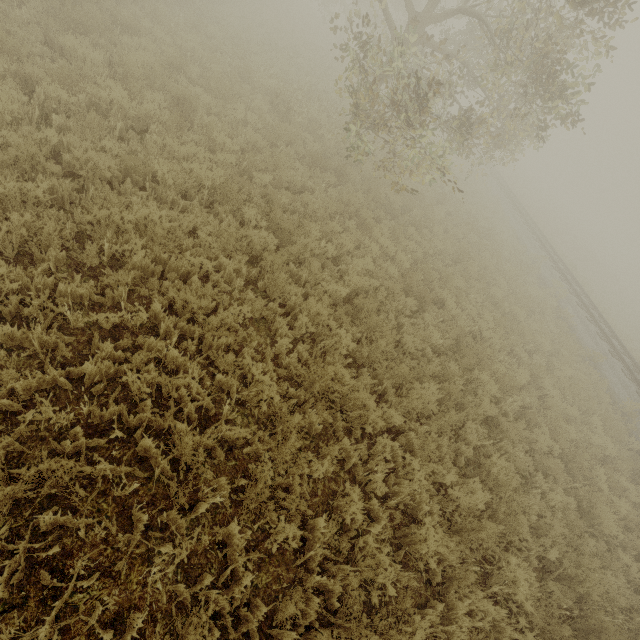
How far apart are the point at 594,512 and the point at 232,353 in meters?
8.4
